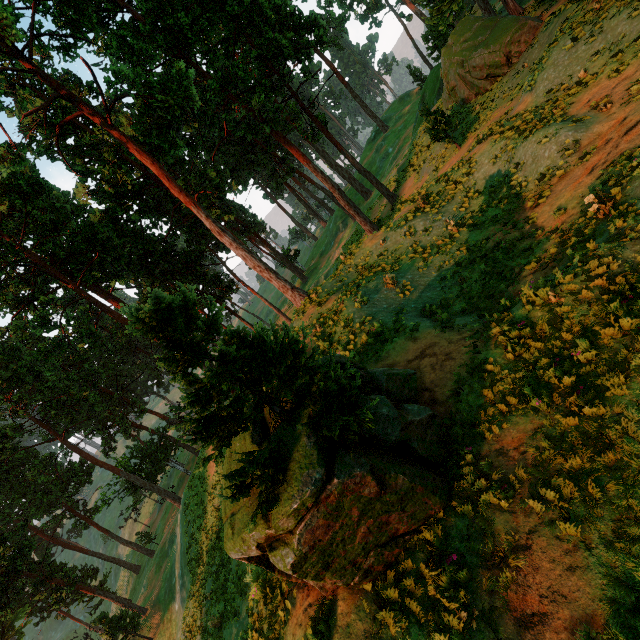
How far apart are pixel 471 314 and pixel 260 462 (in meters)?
8.97
